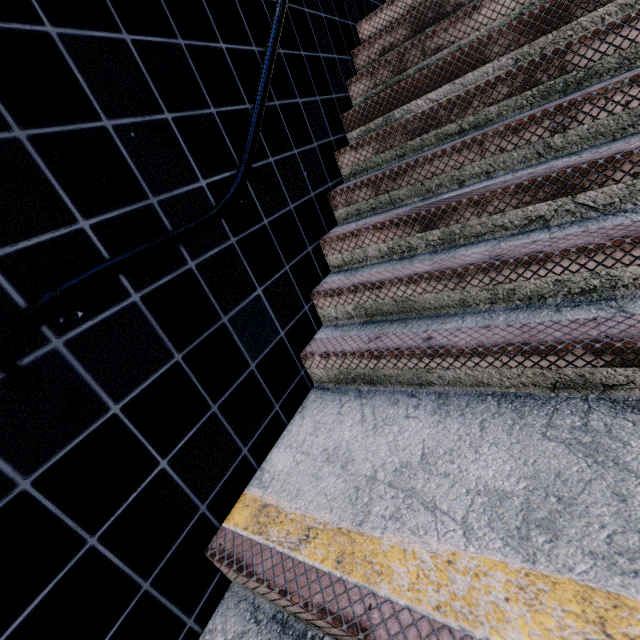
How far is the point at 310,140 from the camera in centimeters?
236cm
